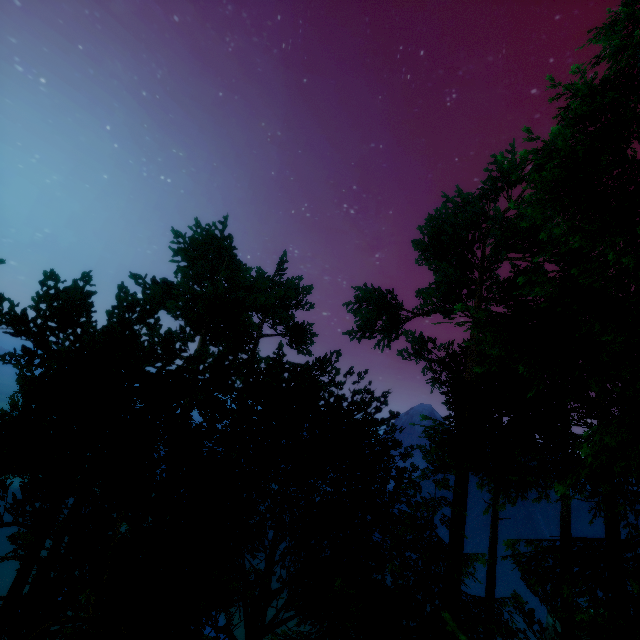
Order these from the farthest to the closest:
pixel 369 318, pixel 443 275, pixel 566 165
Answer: pixel 443 275, pixel 369 318, pixel 566 165
